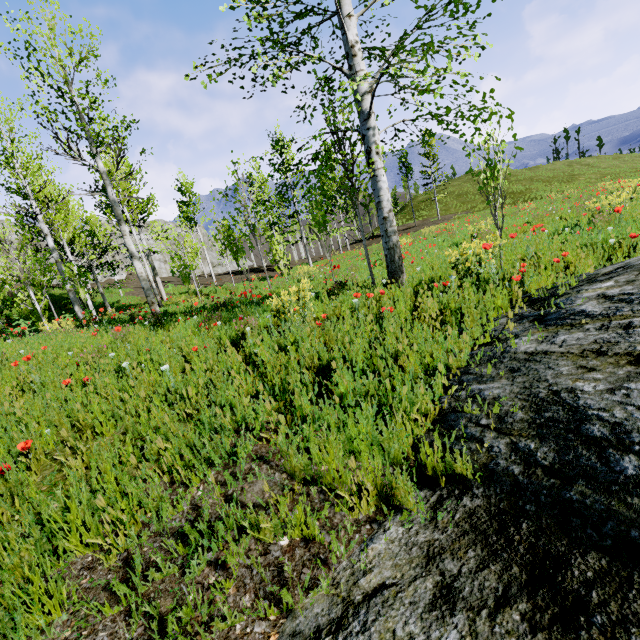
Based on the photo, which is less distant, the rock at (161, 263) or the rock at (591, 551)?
the rock at (591, 551)

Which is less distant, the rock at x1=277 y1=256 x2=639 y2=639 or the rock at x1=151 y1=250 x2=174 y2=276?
the rock at x1=277 y1=256 x2=639 y2=639

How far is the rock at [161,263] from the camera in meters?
46.7 m

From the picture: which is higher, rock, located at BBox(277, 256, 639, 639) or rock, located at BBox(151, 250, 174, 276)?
rock, located at BBox(151, 250, 174, 276)

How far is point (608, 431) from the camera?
1.4m

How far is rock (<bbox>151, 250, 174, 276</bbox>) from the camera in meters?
46.7 m
